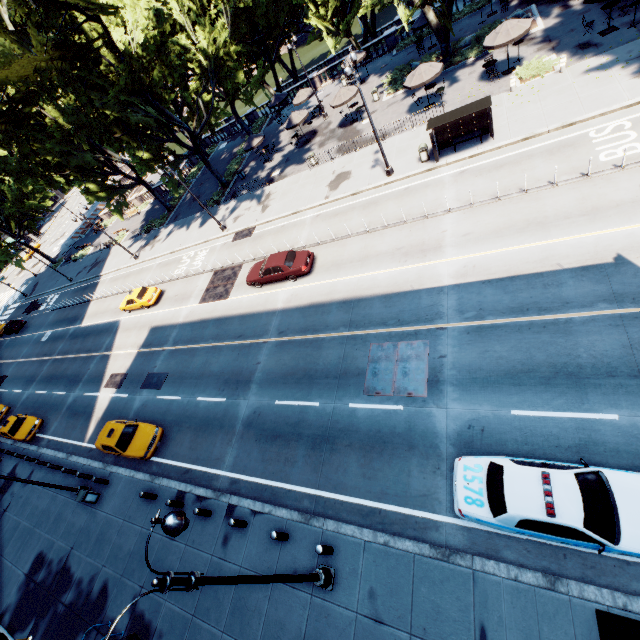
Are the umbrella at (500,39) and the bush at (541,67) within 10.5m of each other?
yes

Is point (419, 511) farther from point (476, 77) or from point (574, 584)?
point (476, 77)

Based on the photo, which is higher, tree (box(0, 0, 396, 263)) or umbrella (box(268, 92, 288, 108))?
tree (box(0, 0, 396, 263))

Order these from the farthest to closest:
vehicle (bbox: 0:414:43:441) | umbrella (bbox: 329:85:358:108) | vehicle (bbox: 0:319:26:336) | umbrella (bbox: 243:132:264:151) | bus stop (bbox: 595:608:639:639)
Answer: vehicle (bbox: 0:319:26:336) → umbrella (bbox: 243:132:264:151) → umbrella (bbox: 329:85:358:108) → vehicle (bbox: 0:414:43:441) → bus stop (bbox: 595:608:639:639)

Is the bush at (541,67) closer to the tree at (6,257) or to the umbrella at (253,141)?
the tree at (6,257)

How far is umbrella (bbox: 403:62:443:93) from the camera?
22.66m

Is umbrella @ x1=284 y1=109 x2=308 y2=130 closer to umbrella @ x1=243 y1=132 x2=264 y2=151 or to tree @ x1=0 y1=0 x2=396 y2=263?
umbrella @ x1=243 y1=132 x2=264 y2=151

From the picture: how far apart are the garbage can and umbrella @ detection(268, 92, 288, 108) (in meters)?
41.05
